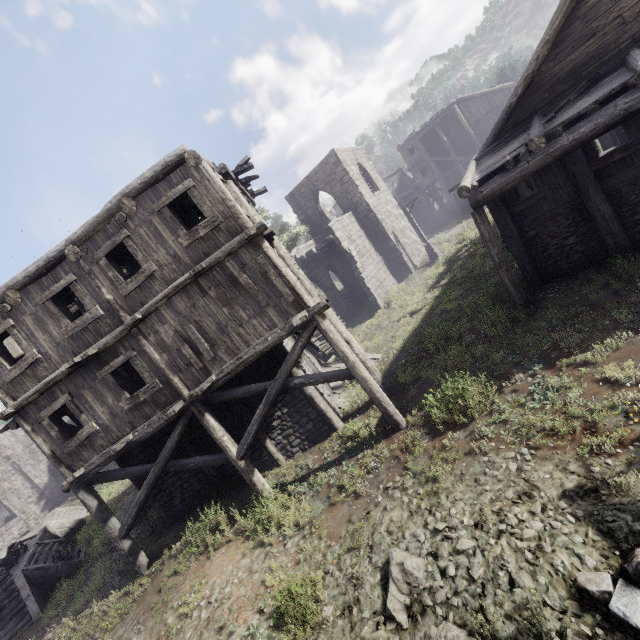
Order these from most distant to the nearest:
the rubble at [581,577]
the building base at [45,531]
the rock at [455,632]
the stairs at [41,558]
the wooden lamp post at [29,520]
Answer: the wooden lamp post at [29,520] < the building base at [45,531] < the stairs at [41,558] < the rock at [455,632] < the rubble at [581,577]

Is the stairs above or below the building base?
below

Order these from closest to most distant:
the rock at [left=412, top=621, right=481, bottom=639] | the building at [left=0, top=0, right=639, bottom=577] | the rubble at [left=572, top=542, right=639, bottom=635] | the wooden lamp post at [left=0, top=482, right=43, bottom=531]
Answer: the rubble at [left=572, top=542, right=639, bottom=635] < the rock at [left=412, top=621, right=481, bottom=639] < the building at [left=0, top=0, right=639, bottom=577] < the wooden lamp post at [left=0, top=482, right=43, bottom=531]

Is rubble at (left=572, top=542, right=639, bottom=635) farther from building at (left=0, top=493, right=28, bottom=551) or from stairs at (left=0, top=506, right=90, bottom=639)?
stairs at (left=0, top=506, right=90, bottom=639)

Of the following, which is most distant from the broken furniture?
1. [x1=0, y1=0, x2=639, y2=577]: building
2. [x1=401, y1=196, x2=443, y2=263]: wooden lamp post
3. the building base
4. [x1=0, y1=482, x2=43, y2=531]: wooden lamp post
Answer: [x1=401, y1=196, x2=443, y2=263]: wooden lamp post

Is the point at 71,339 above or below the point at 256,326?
above

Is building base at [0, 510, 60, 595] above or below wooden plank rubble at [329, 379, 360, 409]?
above

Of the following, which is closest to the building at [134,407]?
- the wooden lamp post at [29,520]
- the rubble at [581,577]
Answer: the rubble at [581,577]
